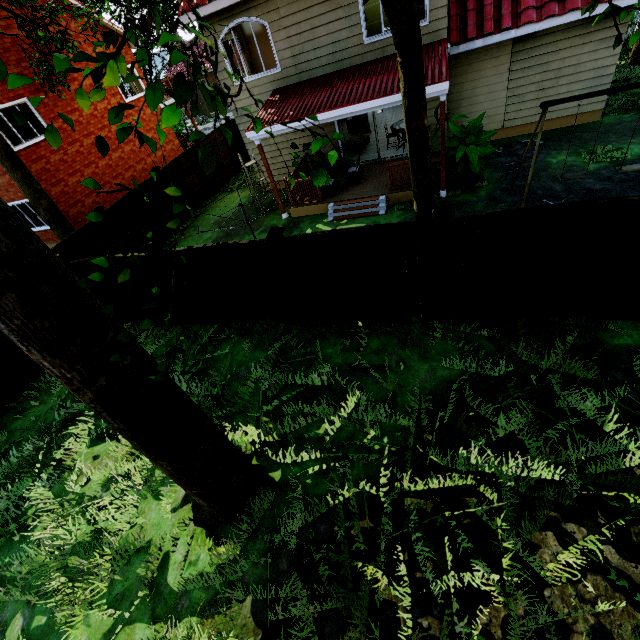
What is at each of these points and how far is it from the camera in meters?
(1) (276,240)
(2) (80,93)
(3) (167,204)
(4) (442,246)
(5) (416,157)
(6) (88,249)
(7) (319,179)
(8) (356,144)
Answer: (1) fence post, 6.1 m
(2) tree, 1.6 m
(3) fence, 13.5 m
(4) fence post, 5.4 m
(5) tree, 5.8 m
(6) fence, 10.5 m
(7) tree, 2.1 m
(8) table, 14.1 m

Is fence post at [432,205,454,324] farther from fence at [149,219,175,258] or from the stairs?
the stairs

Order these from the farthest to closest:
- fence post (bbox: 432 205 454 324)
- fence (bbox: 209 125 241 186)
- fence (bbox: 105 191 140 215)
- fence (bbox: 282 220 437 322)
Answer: fence (bbox: 209 125 241 186) → fence (bbox: 105 191 140 215) → fence (bbox: 282 220 437 322) → fence post (bbox: 432 205 454 324)

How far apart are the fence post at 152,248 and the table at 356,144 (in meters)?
10.36

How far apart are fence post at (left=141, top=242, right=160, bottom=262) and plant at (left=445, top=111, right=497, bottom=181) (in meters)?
8.03

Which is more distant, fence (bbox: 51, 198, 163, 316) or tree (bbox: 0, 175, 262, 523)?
fence (bbox: 51, 198, 163, 316)

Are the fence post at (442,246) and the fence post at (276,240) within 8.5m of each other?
yes

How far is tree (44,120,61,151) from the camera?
1.7 meters
